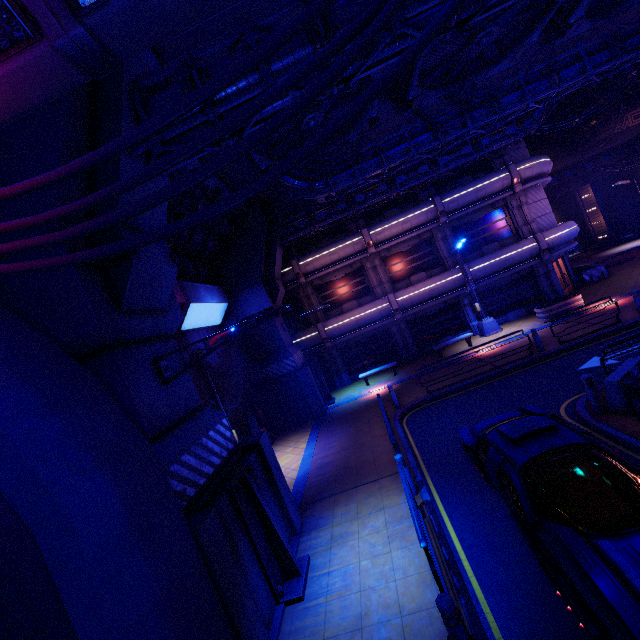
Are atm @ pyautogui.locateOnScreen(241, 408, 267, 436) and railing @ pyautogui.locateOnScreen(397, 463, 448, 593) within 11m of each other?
yes

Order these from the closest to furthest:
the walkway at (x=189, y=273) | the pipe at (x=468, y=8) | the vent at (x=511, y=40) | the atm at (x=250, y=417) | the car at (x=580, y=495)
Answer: the car at (x=580, y=495) → the pipe at (x=468, y=8) → the vent at (x=511, y=40) → the walkway at (x=189, y=273) → the atm at (x=250, y=417)

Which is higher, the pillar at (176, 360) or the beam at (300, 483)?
the pillar at (176, 360)

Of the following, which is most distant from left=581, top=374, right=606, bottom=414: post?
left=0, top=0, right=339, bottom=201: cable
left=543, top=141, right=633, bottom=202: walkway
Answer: left=543, top=141, right=633, bottom=202: walkway

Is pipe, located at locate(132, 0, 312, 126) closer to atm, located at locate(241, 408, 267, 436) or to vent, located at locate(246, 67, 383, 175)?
vent, located at locate(246, 67, 383, 175)

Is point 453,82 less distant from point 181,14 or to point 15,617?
point 181,14

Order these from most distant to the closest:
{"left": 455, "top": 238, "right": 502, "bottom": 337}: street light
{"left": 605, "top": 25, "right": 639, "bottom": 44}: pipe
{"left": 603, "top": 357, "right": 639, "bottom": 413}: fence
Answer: {"left": 455, "top": 238, "right": 502, "bottom": 337}: street light < {"left": 605, "top": 25, "right": 639, "bottom": 44}: pipe < {"left": 603, "top": 357, "right": 639, "bottom": 413}: fence

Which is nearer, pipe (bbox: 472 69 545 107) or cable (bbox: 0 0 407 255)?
cable (bbox: 0 0 407 255)
